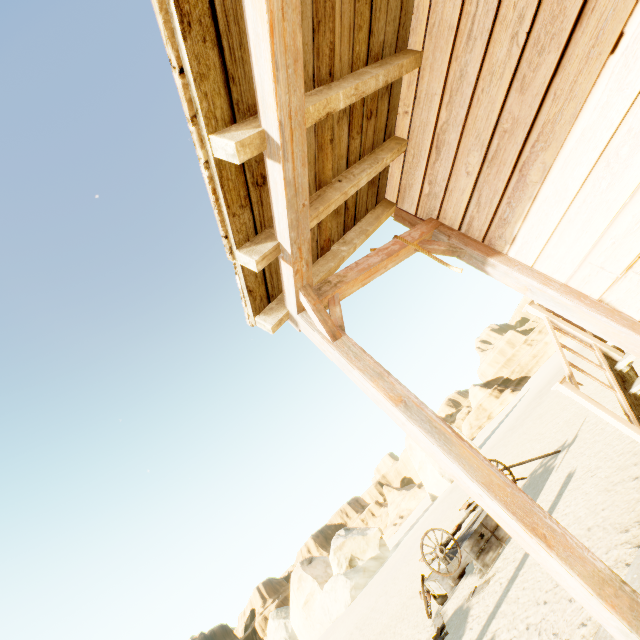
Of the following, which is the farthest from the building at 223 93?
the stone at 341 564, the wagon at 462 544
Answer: the stone at 341 564

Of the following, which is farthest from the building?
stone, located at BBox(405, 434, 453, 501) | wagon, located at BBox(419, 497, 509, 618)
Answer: stone, located at BBox(405, 434, 453, 501)

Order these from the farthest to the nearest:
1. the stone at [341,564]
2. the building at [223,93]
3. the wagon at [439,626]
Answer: the stone at [341,564], the wagon at [439,626], the building at [223,93]

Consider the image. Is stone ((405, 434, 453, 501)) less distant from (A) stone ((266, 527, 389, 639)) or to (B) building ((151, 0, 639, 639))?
(A) stone ((266, 527, 389, 639))

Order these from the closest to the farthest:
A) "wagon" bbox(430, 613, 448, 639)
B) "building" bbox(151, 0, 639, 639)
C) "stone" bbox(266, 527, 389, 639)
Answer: "building" bbox(151, 0, 639, 639) → "wagon" bbox(430, 613, 448, 639) → "stone" bbox(266, 527, 389, 639)

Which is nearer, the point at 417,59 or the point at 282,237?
the point at 282,237

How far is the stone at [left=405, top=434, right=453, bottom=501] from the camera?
34.9m

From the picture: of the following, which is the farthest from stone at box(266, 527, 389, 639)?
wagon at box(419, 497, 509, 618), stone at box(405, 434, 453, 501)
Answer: wagon at box(419, 497, 509, 618)
